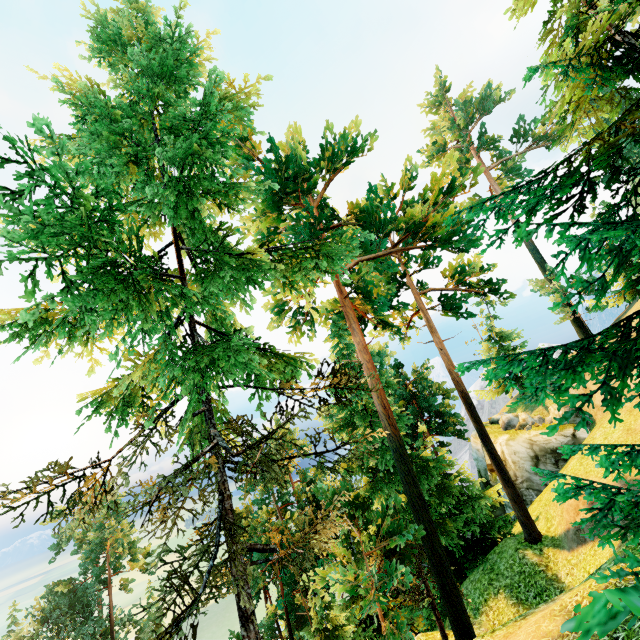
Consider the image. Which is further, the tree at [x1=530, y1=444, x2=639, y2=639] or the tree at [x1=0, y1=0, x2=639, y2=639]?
the tree at [x1=0, y1=0, x2=639, y2=639]

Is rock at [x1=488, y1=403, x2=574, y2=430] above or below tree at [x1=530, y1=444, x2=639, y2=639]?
below

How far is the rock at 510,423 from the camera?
24.6 meters

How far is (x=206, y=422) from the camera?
6.6 meters

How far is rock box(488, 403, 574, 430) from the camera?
24.6 meters

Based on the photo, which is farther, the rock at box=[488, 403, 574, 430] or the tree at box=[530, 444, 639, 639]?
the rock at box=[488, 403, 574, 430]

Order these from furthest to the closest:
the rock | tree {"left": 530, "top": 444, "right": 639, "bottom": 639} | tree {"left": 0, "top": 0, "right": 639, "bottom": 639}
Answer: the rock < tree {"left": 0, "top": 0, "right": 639, "bottom": 639} < tree {"left": 530, "top": 444, "right": 639, "bottom": 639}

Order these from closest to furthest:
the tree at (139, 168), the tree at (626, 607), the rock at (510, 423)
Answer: the tree at (626, 607) < the tree at (139, 168) < the rock at (510, 423)
